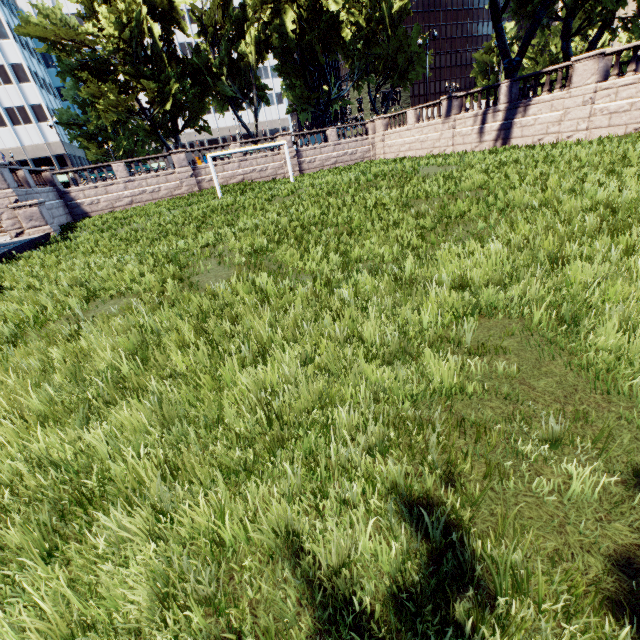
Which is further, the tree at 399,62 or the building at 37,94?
the building at 37,94

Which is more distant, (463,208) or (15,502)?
(463,208)

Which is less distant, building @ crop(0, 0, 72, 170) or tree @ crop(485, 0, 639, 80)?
tree @ crop(485, 0, 639, 80)

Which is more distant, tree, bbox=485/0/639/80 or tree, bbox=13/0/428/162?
tree, bbox=13/0/428/162

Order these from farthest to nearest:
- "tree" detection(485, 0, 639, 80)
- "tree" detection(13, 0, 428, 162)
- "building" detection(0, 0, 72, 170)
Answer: "building" detection(0, 0, 72, 170)
"tree" detection(13, 0, 428, 162)
"tree" detection(485, 0, 639, 80)

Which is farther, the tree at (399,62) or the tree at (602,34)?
the tree at (399,62)
